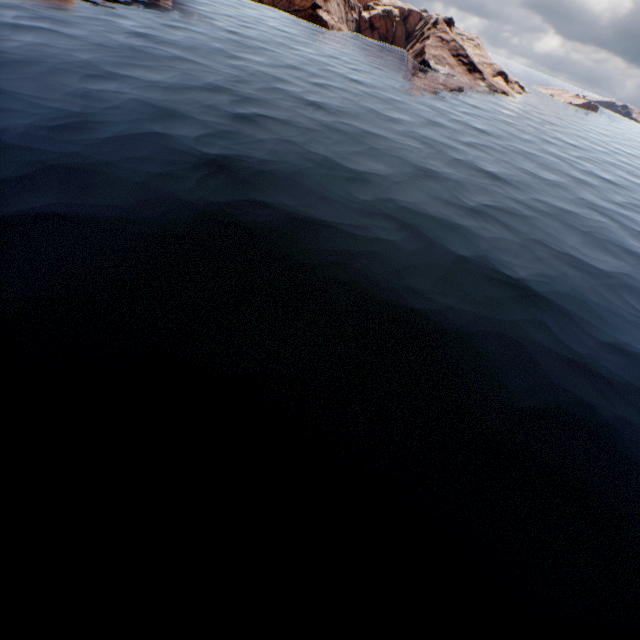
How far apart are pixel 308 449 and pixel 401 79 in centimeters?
7217cm
